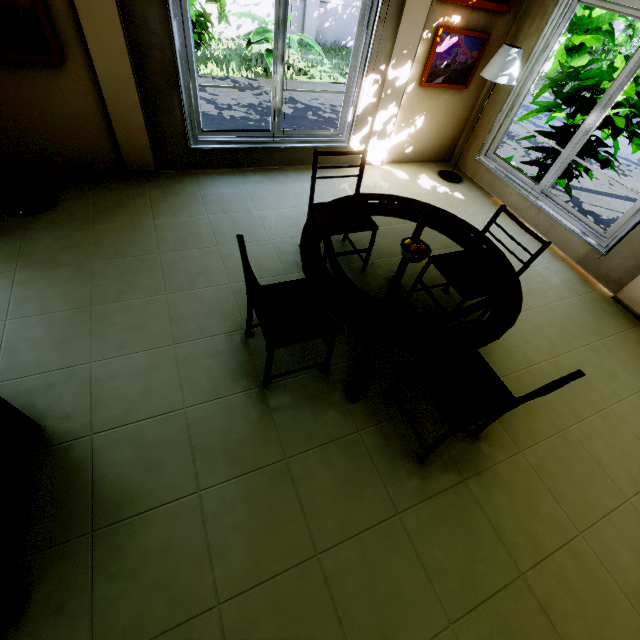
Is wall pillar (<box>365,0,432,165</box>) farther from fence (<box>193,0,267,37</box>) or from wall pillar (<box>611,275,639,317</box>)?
fence (<box>193,0,267,37</box>)

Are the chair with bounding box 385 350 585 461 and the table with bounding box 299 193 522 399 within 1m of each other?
yes

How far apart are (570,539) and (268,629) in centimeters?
176cm

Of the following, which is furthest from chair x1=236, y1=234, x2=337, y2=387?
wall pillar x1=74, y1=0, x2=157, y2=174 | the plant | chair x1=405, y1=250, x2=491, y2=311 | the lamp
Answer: the plant

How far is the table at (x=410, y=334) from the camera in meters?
1.7 m

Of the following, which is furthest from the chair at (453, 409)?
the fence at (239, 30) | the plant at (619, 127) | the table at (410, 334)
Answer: the fence at (239, 30)

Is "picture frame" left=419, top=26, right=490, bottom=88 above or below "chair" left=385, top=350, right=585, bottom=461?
above

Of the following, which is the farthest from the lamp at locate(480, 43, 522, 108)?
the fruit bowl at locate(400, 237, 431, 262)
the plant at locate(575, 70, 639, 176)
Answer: the fruit bowl at locate(400, 237, 431, 262)
